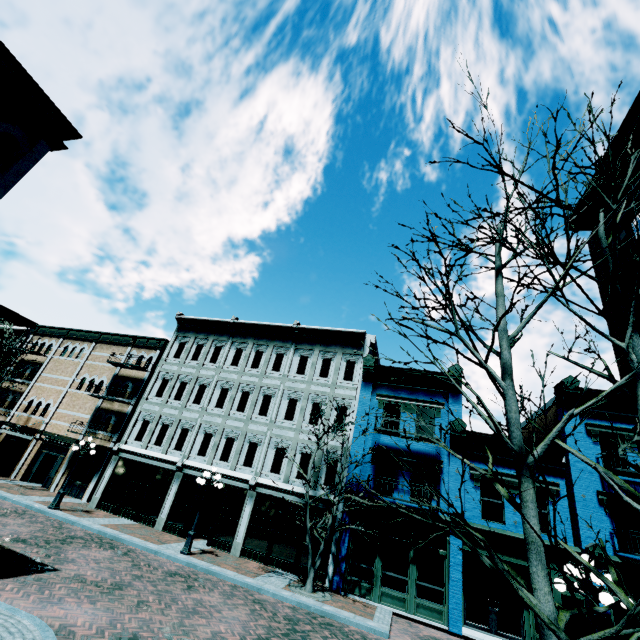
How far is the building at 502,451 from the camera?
15.8 meters

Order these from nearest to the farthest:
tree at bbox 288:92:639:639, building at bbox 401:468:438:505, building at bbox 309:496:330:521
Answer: tree at bbox 288:92:639:639 < building at bbox 401:468:438:505 < building at bbox 309:496:330:521

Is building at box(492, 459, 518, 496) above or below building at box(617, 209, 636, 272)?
below

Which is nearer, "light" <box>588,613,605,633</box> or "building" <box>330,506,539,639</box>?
"light" <box>588,613,605,633</box>

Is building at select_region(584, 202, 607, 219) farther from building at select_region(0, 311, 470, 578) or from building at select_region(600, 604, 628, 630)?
building at select_region(0, 311, 470, 578)

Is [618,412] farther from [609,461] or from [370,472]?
[370,472]

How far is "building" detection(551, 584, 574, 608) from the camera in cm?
1275
